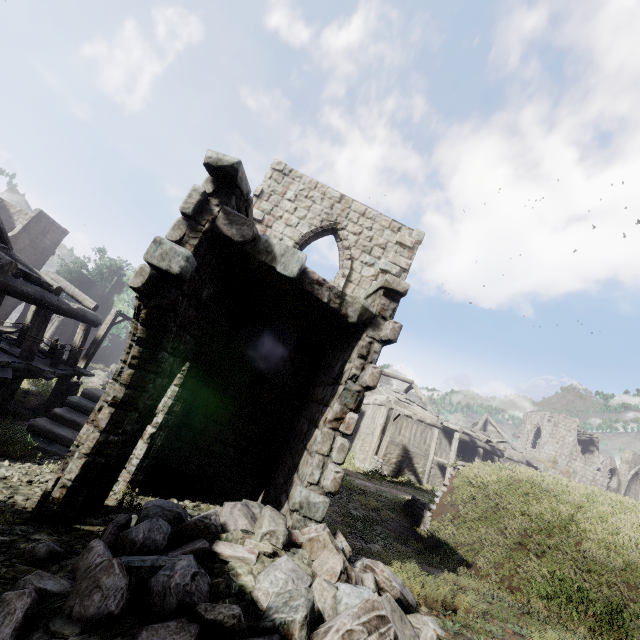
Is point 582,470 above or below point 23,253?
above

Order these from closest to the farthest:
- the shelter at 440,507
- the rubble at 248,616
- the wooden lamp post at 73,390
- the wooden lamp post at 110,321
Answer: the rubble at 248,616, the shelter at 440,507, the wooden lamp post at 73,390, the wooden lamp post at 110,321

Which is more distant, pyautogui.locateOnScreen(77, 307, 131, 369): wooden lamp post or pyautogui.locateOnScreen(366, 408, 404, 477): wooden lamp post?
pyautogui.locateOnScreen(366, 408, 404, 477): wooden lamp post

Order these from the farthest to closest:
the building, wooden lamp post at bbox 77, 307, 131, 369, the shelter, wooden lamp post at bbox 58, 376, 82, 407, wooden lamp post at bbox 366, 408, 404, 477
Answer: wooden lamp post at bbox 366, 408, 404, 477
wooden lamp post at bbox 77, 307, 131, 369
wooden lamp post at bbox 58, 376, 82, 407
the shelter
the building

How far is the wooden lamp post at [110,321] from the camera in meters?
14.4

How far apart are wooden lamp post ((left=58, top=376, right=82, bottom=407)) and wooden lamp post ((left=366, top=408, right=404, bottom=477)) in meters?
16.6

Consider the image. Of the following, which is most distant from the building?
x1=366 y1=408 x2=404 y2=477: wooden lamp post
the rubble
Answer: x1=366 y1=408 x2=404 y2=477: wooden lamp post

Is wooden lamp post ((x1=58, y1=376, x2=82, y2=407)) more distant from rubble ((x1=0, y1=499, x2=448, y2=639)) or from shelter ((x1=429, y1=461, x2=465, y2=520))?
shelter ((x1=429, y1=461, x2=465, y2=520))
